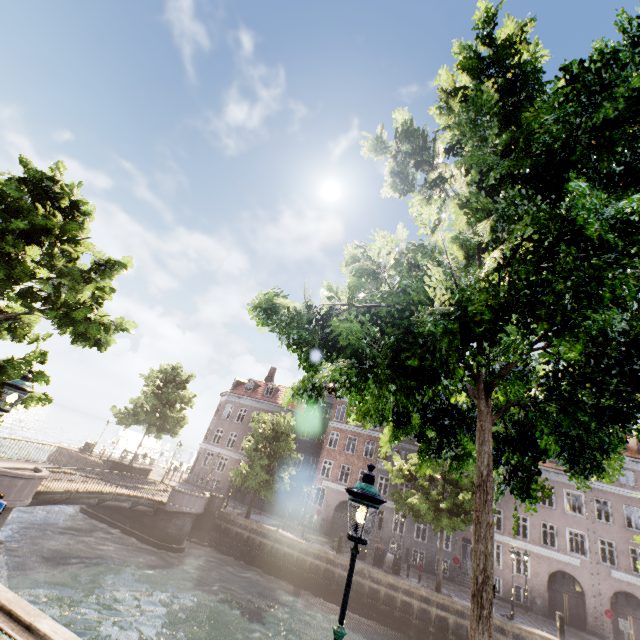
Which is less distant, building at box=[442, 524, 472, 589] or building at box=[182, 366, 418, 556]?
building at box=[442, 524, 472, 589]

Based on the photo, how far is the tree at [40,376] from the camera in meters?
9.7

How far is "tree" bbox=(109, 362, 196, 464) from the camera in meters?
29.8 m

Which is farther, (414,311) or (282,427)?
(282,427)

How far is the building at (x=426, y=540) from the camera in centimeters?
2794cm

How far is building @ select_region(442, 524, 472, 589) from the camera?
26.8 meters

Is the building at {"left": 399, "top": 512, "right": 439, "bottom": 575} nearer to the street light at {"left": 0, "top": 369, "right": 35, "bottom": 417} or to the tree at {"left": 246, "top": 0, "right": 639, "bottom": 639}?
the tree at {"left": 246, "top": 0, "right": 639, "bottom": 639}
